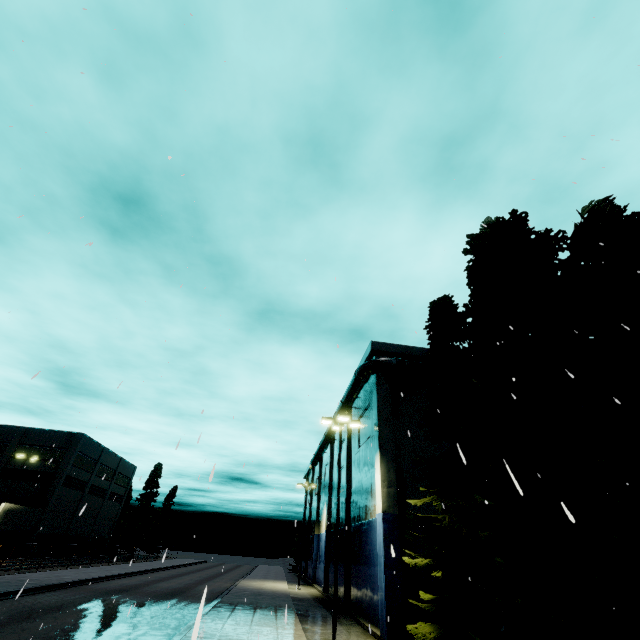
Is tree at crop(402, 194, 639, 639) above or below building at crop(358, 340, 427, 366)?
below

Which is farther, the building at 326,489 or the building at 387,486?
the building at 326,489

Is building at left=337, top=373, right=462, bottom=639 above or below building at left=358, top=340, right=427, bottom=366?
below

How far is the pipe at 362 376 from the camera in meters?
21.8 m

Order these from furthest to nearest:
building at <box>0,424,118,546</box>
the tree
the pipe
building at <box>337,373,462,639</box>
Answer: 1. building at <box>0,424,118,546</box>
2. the pipe
3. building at <box>337,373,462,639</box>
4. the tree

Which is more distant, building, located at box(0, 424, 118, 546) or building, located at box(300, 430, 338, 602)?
building, located at box(0, 424, 118, 546)

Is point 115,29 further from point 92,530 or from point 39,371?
point 92,530

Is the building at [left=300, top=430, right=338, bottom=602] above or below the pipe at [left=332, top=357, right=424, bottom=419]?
below
